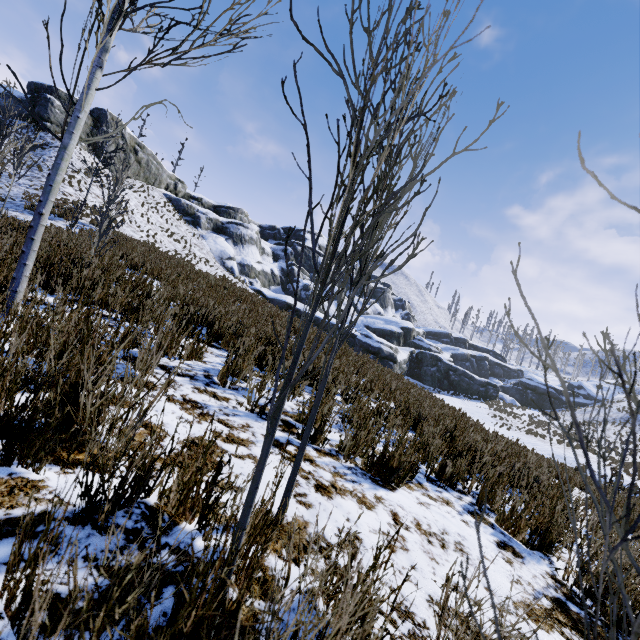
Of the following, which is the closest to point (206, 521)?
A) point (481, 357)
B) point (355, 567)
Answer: point (355, 567)

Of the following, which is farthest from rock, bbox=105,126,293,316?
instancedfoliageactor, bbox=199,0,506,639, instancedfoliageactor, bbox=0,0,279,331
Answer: instancedfoliageactor, bbox=199,0,506,639

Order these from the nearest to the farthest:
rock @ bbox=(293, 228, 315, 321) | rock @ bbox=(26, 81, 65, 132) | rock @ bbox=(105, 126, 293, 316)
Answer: rock @ bbox=(26, 81, 65, 132) → rock @ bbox=(105, 126, 293, 316) → rock @ bbox=(293, 228, 315, 321)

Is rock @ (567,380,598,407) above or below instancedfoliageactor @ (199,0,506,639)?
above

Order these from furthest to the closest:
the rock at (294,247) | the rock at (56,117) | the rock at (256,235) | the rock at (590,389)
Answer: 1. the rock at (590,389)
2. the rock at (294,247)
3. the rock at (256,235)
4. the rock at (56,117)

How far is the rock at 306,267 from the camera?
37.24m

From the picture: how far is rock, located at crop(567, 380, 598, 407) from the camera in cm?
4738
